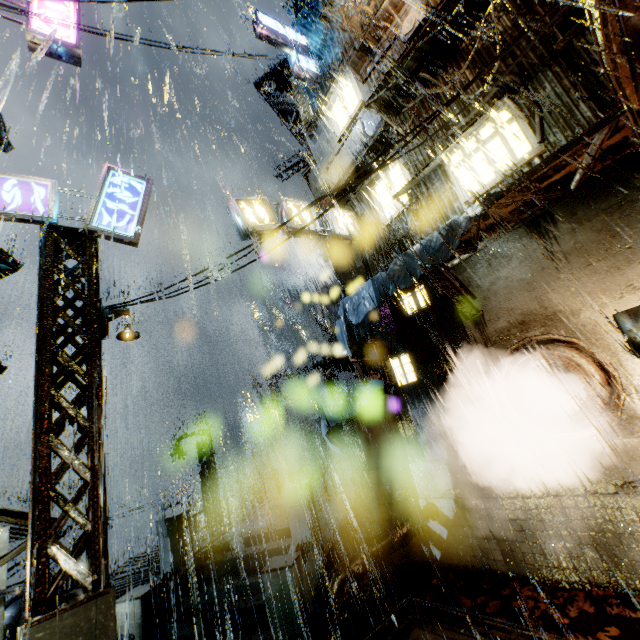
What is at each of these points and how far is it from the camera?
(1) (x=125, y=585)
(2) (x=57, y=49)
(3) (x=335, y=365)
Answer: (1) building, 13.3 meters
(2) sign, 9.6 meters
(3) building vent, 19.6 meters

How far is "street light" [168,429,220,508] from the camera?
21.7 meters

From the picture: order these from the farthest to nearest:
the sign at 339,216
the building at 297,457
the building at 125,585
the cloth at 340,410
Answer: the building at 297,457
the building at 125,585
the sign at 339,216
the cloth at 340,410

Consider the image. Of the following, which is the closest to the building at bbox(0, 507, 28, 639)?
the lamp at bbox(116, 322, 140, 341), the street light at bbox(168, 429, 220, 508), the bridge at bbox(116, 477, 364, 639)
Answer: the bridge at bbox(116, 477, 364, 639)

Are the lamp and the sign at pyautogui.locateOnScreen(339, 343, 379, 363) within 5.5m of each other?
no

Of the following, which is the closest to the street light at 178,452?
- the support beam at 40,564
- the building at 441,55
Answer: the building at 441,55

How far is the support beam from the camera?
5.0 meters

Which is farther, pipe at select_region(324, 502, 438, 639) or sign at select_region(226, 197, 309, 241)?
sign at select_region(226, 197, 309, 241)
